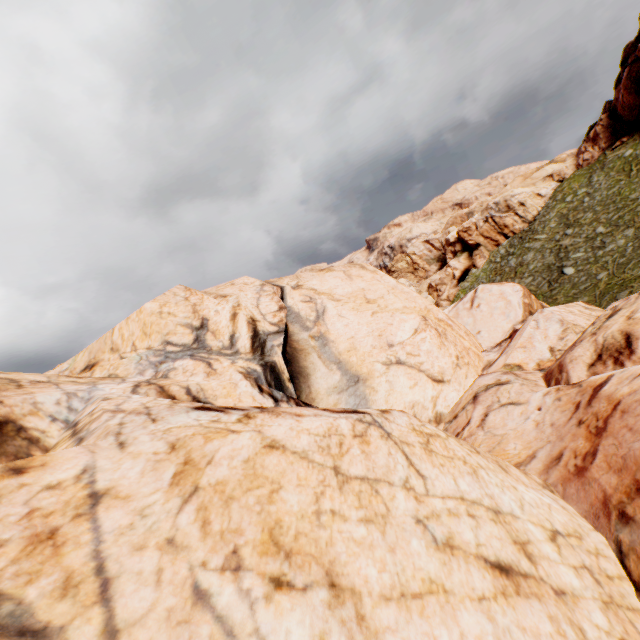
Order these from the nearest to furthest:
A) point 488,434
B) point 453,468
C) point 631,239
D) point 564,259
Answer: point 453,468 < point 488,434 < point 631,239 < point 564,259
